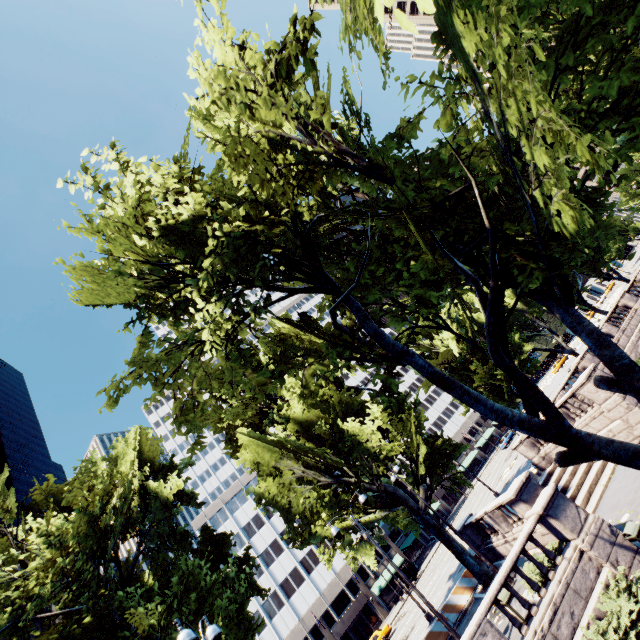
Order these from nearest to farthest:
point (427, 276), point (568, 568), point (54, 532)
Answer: point (427, 276), point (568, 568), point (54, 532)

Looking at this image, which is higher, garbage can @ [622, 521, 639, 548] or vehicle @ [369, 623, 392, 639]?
vehicle @ [369, 623, 392, 639]

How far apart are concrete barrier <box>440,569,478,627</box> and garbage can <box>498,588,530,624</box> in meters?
8.9

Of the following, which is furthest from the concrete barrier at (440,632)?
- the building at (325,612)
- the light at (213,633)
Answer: the building at (325,612)

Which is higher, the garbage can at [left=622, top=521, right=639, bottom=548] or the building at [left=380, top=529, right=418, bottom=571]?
the building at [left=380, top=529, right=418, bottom=571]

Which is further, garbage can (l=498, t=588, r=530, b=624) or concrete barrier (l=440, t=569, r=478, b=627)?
concrete barrier (l=440, t=569, r=478, b=627)

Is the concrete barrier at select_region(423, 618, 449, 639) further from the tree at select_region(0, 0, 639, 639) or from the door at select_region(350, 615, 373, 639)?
the door at select_region(350, 615, 373, 639)

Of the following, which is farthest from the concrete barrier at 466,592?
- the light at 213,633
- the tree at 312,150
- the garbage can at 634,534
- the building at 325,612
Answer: the building at 325,612
